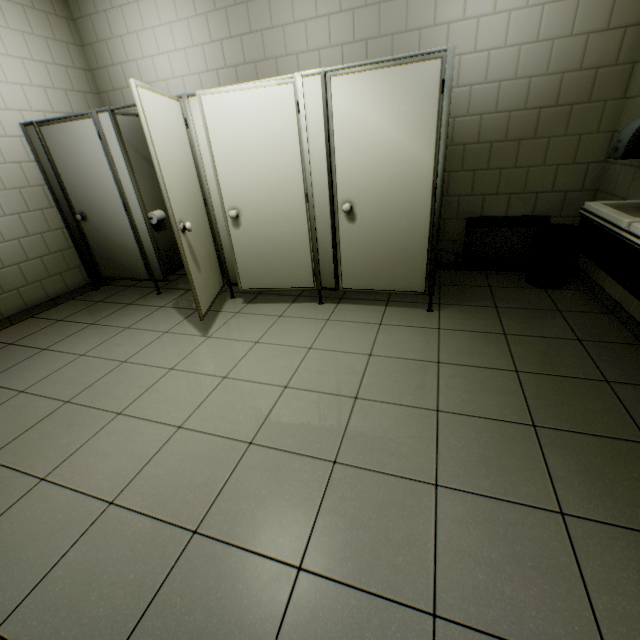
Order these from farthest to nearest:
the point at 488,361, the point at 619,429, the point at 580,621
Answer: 1. the point at 488,361
2. the point at 619,429
3. the point at 580,621

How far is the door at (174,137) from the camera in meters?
2.3

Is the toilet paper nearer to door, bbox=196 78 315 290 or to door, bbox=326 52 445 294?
door, bbox=196 78 315 290

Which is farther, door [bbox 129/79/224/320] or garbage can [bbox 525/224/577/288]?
garbage can [bbox 525/224/577/288]

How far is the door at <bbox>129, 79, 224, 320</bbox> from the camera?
2.3m

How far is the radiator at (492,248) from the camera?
3.40m

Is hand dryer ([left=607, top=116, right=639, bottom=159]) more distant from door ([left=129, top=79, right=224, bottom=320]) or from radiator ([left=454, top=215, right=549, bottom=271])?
door ([left=129, top=79, right=224, bottom=320])

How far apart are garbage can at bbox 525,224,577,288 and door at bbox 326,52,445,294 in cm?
127
